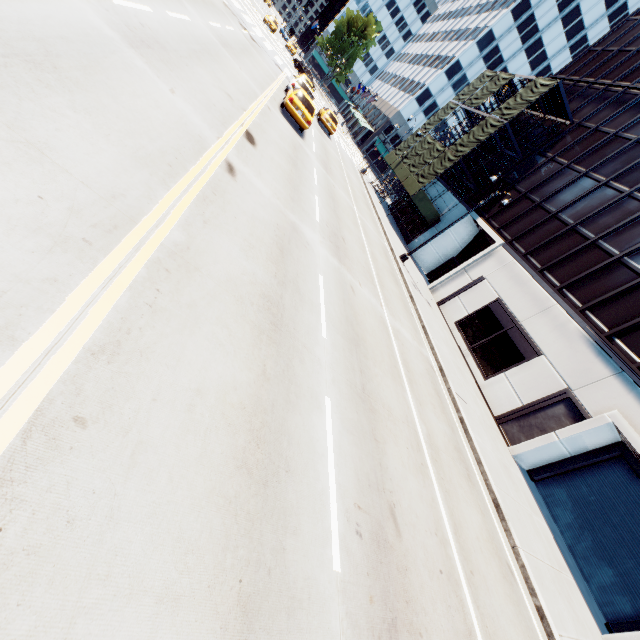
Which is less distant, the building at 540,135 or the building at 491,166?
the building at 540,135

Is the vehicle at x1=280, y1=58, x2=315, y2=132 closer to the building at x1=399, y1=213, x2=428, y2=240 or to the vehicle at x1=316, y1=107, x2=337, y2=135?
the vehicle at x1=316, y1=107, x2=337, y2=135

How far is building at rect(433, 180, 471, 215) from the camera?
30.44m

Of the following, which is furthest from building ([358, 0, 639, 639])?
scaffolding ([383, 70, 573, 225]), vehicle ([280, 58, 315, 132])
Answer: vehicle ([280, 58, 315, 132])

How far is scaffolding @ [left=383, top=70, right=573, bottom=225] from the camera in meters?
25.8 m

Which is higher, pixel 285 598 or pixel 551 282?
pixel 551 282

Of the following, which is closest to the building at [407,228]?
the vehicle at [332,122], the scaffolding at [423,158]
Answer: the scaffolding at [423,158]

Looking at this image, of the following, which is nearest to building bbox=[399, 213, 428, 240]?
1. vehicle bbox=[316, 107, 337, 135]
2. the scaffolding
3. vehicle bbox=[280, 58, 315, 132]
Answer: the scaffolding
